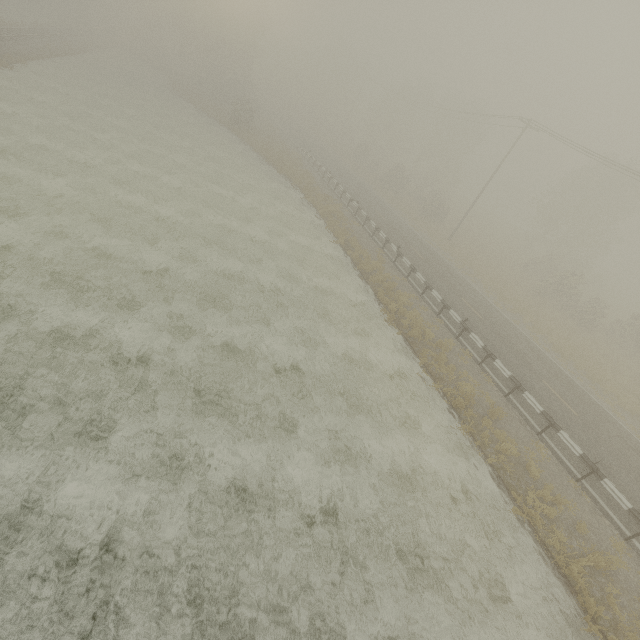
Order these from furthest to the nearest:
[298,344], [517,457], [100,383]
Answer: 1. [298,344]
2. [517,457]
3. [100,383]
